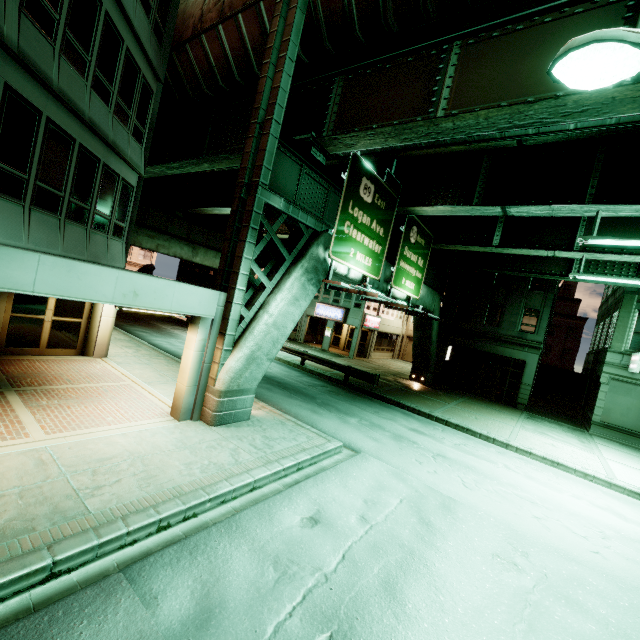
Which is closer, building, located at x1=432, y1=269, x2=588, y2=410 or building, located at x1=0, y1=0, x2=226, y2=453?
building, located at x1=0, y1=0, x2=226, y2=453

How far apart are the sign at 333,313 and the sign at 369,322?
1.75m

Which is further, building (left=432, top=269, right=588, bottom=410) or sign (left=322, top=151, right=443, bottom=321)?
building (left=432, top=269, right=588, bottom=410)

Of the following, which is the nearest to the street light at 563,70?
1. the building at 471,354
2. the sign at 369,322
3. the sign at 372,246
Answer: the sign at 372,246

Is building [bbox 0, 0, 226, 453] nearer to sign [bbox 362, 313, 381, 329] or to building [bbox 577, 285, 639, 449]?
sign [bbox 362, 313, 381, 329]

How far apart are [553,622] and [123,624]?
6.3m

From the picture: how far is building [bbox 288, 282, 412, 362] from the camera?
31.02m

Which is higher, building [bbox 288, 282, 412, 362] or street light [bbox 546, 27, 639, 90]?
street light [bbox 546, 27, 639, 90]
